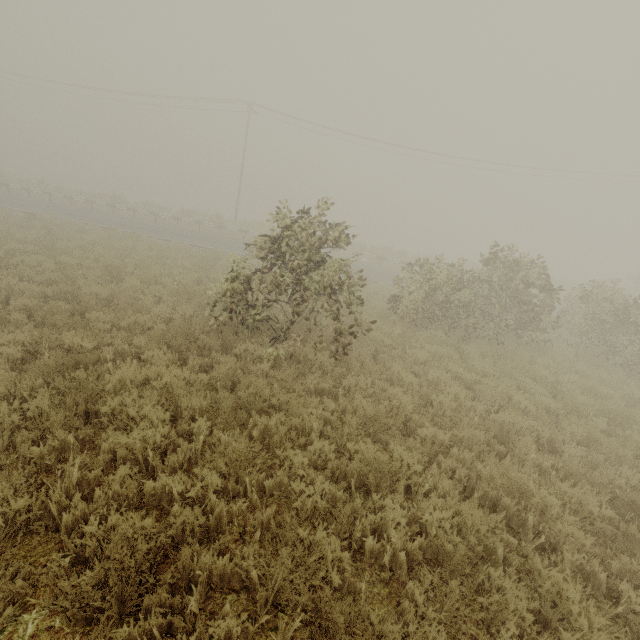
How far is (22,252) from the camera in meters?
11.2 m
